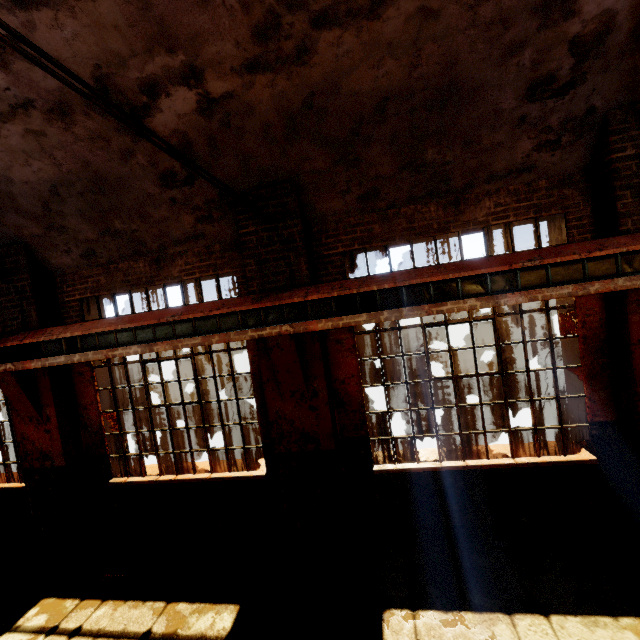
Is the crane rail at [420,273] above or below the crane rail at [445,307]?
above

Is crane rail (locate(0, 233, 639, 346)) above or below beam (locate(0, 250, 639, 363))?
above

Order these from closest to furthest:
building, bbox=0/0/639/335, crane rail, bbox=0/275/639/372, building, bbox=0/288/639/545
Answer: building, bbox=0/0/639/335
crane rail, bbox=0/275/639/372
building, bbox=0/288/639/545

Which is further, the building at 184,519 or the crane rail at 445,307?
the building at 184,519

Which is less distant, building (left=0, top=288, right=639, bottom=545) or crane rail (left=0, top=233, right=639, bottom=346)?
crane rail (left=0, top=233, right=639, bottom=346)

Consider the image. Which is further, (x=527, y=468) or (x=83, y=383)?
(x=83, y=383)

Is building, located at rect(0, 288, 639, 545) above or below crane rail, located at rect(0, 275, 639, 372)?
below

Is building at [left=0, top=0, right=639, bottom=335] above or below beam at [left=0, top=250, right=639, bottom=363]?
above
